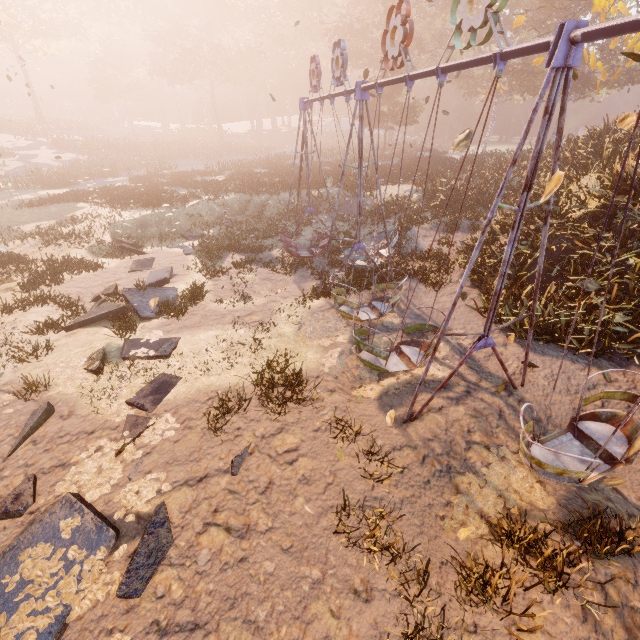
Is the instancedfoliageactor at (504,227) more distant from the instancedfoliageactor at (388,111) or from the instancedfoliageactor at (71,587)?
the instancedfoliageactor at (388,111)

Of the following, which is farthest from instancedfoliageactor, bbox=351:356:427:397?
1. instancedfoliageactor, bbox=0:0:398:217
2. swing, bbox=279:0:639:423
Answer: instancedfoliageactor, bbox=0:0:398:217

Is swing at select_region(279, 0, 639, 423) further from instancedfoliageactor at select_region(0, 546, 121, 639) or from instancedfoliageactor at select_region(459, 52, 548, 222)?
instancedfoliageactor at select_region(459, 52, 548, 222)

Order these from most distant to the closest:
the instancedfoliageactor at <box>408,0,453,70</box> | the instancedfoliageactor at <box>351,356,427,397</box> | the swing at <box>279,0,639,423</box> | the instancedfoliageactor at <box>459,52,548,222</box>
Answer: the instancedfoliageactor at <box>408,0,453,70</box> < the instancedfoliageactor at <box>459,52,548,222</box> < the instancedfoliageactor at <box>351,356,427,397</box> < the swing at <box>279,0,639,423</box>

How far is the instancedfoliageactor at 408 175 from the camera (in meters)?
24.39

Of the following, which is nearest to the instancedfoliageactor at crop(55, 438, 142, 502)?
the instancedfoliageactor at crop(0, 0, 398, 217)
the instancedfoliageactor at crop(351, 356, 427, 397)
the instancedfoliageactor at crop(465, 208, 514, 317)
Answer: the instancedfoliageactor at crop(351, 356, 427, 397)

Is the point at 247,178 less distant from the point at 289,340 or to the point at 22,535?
the point at 289,340

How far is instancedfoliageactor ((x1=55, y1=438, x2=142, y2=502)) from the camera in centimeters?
Answer: 565cm
